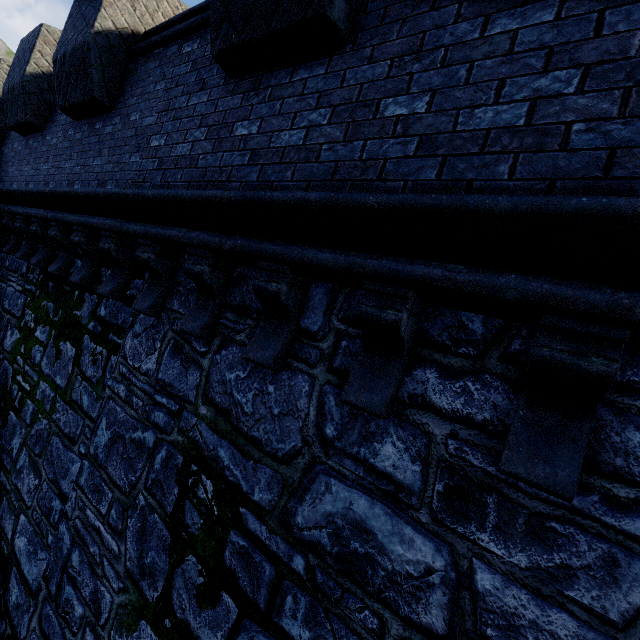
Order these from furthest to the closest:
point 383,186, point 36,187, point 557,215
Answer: point 36,187, point 383,186, point 557,215
